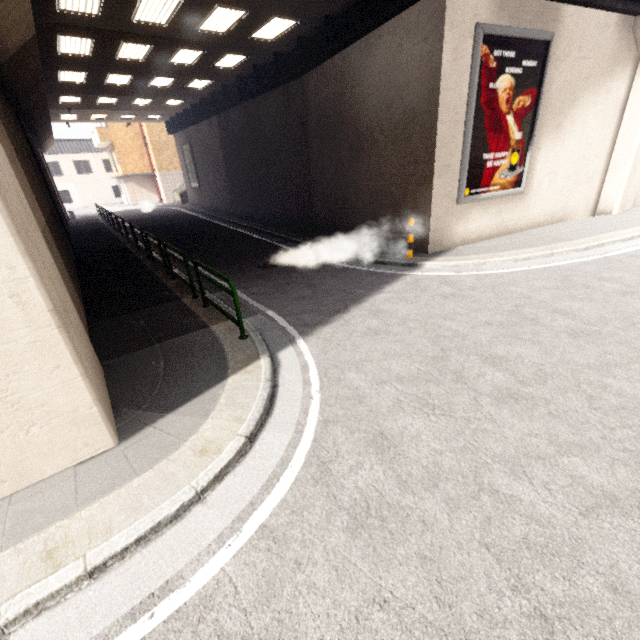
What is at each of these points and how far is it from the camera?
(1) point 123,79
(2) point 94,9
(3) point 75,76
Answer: (1) fluorescent light, 15.4 meters
(2) fluorescent light, 8.9 meters
(3) fluorescent light, 14.4 meters

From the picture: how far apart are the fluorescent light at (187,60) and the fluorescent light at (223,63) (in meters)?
0.91

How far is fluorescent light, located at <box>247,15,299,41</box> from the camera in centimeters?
1050cm

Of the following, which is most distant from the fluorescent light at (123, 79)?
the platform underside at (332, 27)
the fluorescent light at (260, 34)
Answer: the fluorescent light at (260, 34)

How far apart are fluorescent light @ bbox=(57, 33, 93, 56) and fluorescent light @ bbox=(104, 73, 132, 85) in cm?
250

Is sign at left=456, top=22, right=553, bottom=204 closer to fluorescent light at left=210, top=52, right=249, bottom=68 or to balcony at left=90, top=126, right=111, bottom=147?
fluorescent light at left=210, top=52, right=249, bottom=68

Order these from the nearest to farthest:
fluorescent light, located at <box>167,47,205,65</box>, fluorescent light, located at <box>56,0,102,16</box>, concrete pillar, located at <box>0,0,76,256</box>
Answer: concrete pillar, located at <box>0,0,76,256</box> < fluorescent light, located at <box>56,0,102,16</box> < fluorescent light, located at <box>167,47,205,65</box>

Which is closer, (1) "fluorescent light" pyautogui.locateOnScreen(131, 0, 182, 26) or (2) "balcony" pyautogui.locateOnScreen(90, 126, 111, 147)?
(1) "fluorescent light" pyautogui.locateOnScreen(131, 0, 182, 26)
